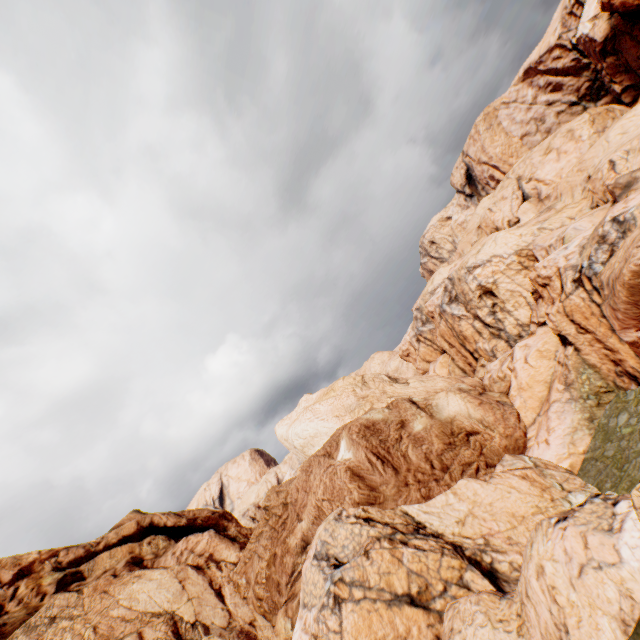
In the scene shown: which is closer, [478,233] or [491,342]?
[491,342]
